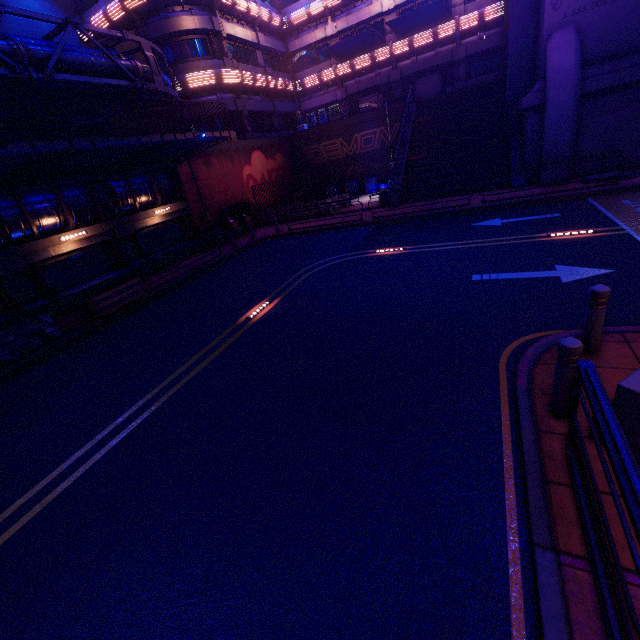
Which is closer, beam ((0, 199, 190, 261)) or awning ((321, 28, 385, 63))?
beam ((0, 199, 190, 261))

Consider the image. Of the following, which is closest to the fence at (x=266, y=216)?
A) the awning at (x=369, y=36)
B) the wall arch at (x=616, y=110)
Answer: the wall arch at (x=616, y=110)

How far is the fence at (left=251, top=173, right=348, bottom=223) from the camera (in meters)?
22.42

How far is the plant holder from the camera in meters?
11.9 m

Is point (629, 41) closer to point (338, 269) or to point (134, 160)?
point (338, 269)

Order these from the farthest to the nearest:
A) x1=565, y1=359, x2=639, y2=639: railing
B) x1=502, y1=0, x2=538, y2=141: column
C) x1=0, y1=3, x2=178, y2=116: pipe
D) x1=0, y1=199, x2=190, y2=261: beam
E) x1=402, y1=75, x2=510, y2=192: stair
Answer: x1=402, y1=75, x2=510, y2=192: stair < x1=502, y1=0, x2=538, y2=141: column < x1=0, y1=199, x2=190, y2=261: beam < x1=0, y1=3, x2=178, y2=116: pipe < x1=565, y1=359, x2=639, y2=639: railing

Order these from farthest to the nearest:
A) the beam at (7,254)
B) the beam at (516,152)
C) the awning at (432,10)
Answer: the awning at (432,10) < the beam at (516,152) < the beam at (7,254)

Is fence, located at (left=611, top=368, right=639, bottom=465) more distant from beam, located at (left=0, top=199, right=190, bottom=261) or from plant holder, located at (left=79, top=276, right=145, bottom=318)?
beam, located at (left=0, top=199, right=190, bottom=261)
